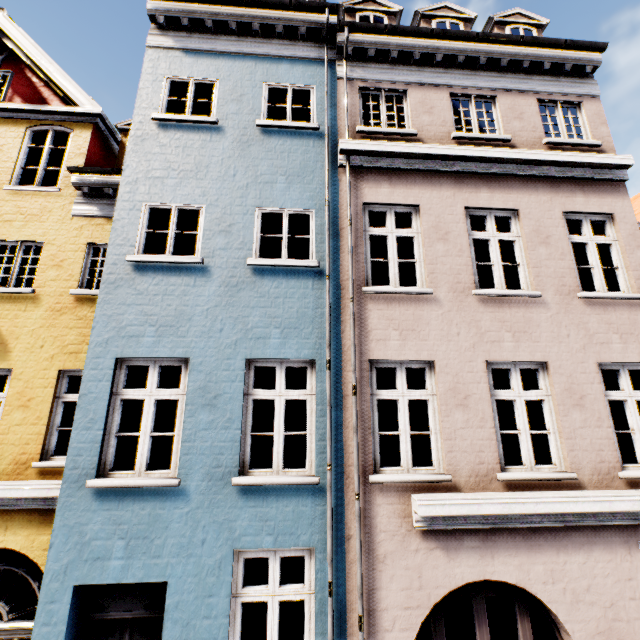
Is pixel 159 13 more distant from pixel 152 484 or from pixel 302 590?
pixel 302 590
